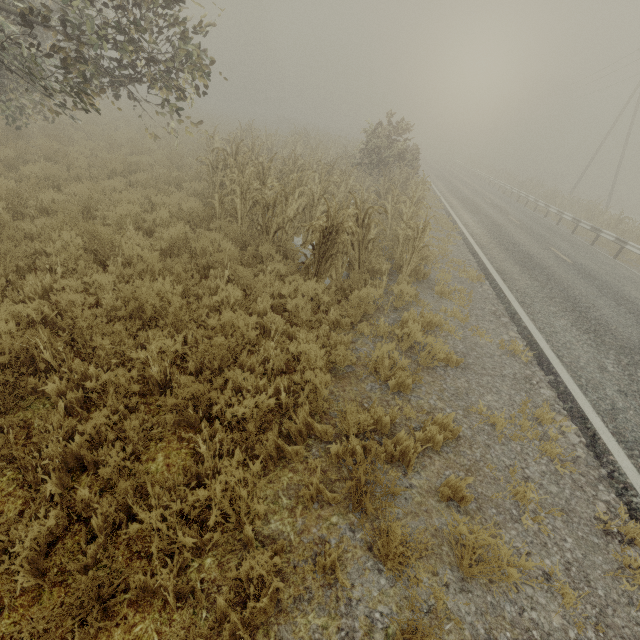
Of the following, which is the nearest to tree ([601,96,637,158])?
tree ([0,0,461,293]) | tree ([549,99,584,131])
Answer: tree ([549,99,584,131])

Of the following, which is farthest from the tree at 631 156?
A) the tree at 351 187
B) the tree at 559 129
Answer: the tree at 351 187

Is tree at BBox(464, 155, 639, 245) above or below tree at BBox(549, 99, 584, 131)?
below

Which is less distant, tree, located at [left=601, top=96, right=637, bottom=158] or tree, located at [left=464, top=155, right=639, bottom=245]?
tree, located at [left=464, top=155, right=639, bottom=245]

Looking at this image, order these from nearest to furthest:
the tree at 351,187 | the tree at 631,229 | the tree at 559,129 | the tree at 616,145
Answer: the tree at 351,187 < the tree at 631,229 < the tree at 616,145 < the tree at 559,129

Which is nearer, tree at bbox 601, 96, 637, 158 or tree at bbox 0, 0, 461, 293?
tree at bbox 0, 0, 461, 293

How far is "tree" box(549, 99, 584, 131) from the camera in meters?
58.1 m

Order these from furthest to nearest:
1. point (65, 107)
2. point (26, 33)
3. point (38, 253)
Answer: point (26, 33) < point (65, 107) < point (38, 253)
